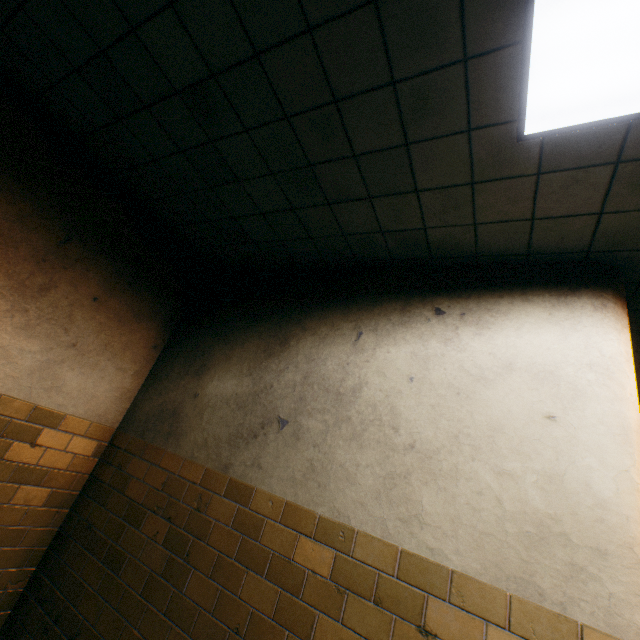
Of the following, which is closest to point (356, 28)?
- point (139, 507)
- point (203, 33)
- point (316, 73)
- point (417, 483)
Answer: point (316, 73)
